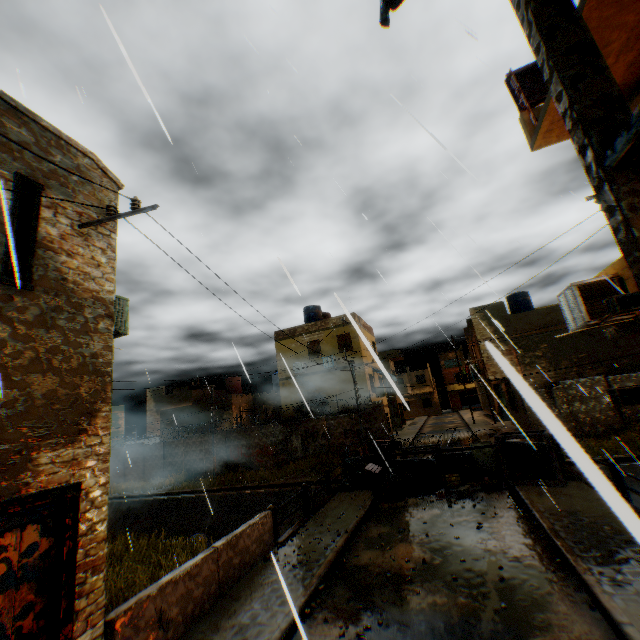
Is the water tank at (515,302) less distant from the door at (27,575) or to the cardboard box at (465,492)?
the cardboard box at (465,492)

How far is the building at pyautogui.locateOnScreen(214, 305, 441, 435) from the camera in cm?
2344

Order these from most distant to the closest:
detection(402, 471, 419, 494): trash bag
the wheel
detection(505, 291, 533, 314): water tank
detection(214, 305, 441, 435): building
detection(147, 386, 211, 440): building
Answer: detection(147, 386, 211, 440): building
detection(505, 291, 533, 314): water tank
detection(214, 305, 441, 435): building
the wheel
detection(402, 471, 419, 494): trash bag

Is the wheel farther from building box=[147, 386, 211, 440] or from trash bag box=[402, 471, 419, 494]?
building box=[147, 386, 211, 440]

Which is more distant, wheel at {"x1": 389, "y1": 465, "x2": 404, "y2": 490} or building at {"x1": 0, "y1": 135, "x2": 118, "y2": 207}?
wheel at {"x1": 389, "y1": 465, "x2": 404, "y2": 490}

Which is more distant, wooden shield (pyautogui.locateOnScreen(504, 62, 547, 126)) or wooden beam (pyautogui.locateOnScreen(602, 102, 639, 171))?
wooden shield (pyautogui.locateOnScreen(504, 62, 547, 126))

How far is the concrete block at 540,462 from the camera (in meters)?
Result: 11.37

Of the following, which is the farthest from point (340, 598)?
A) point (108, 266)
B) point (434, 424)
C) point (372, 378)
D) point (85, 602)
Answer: point (434, 424)
